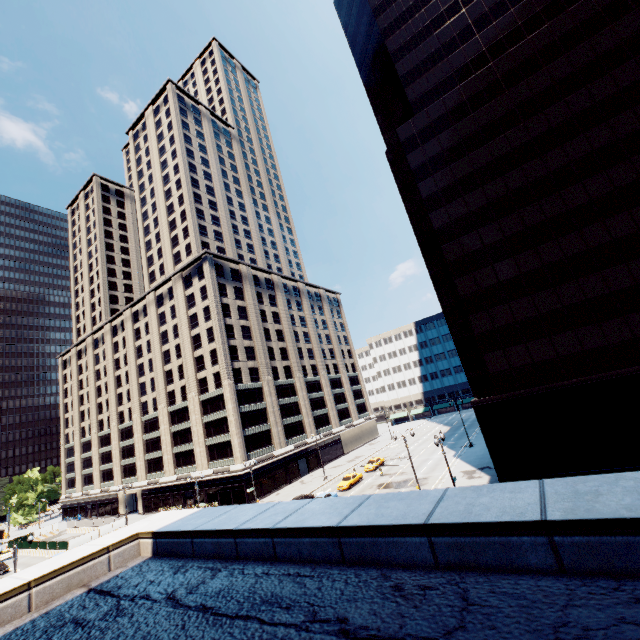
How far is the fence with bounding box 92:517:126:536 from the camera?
50.8m

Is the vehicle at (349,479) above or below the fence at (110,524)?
below

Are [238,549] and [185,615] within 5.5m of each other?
Answer: yes

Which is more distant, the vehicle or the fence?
the fence

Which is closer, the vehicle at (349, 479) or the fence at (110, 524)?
the vehicle at (349, 479)

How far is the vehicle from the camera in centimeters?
4434cm

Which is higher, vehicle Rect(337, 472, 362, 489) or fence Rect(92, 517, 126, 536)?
fence Rect(92, 517, 126, 536)
